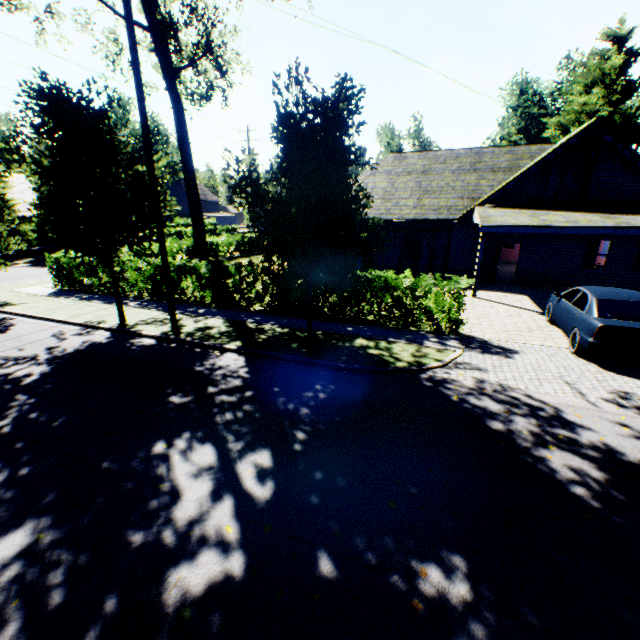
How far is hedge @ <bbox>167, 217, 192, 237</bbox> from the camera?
44.0 meters

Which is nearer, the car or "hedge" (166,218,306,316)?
the car

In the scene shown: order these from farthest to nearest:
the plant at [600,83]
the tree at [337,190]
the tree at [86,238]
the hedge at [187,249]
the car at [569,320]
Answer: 1. the plant at [600,83]
2. the hedge at [187,249]
3. the tree at [86,238]
4. the car at [569,320]
5. the tree at [337,190]

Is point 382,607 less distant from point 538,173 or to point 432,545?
point 432,545

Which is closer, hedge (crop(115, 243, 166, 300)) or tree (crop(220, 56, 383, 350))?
tree (crop(220, 56, 383, 350))

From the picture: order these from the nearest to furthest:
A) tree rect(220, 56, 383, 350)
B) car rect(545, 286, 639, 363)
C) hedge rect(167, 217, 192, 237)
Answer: tree rect(220, 56, 383, 350) < car rect(545, 286, 639, 363) < hedge rect(167, 217, 192, 237)

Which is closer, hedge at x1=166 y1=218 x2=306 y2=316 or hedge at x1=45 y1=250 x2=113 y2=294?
hedge at x1=166 y1=218 x2=306 y2=316

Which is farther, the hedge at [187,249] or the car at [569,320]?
the hedge at [187,249]
